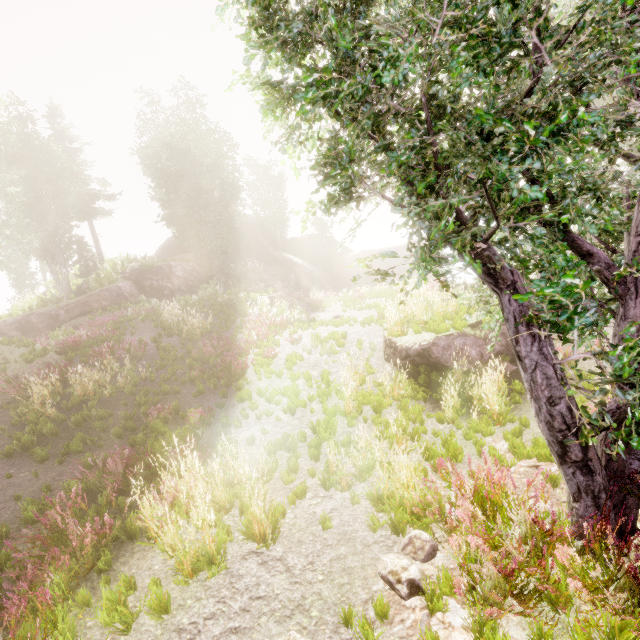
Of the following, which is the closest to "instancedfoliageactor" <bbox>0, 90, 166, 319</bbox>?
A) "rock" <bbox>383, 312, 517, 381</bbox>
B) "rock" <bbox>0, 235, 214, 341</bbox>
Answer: "rock" <bbox>0, 235, 214, 341</bbox>

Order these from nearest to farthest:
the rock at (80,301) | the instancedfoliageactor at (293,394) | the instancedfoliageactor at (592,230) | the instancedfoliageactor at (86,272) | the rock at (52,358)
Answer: the instancedfoliageactor at (592,230), the instancedfoliageactor at (293,394), the rock at (52,358), the rock at (80,301), the instancedfoliageactor at (86,272)

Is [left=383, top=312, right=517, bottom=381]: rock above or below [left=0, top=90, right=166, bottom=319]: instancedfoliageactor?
below

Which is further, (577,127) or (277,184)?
(277,184)

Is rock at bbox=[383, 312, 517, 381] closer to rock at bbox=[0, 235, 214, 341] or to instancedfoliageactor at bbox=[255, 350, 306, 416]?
instancedfoliageactor at bbox=[255, 350, 306, 416]

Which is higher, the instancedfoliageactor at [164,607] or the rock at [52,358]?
the rock at [52,358]

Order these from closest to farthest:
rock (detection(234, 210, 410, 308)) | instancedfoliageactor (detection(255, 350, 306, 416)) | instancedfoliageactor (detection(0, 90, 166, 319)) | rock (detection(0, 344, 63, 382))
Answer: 1. instancedfoliageactor (detection(255, 350, 306, 416))
2. rock (detection(0, 344, 63, 382))
3. instancedfoliageactor (detection(0, 90, 166, 319))
4. rock (detection(234, 210, 410, 308))
